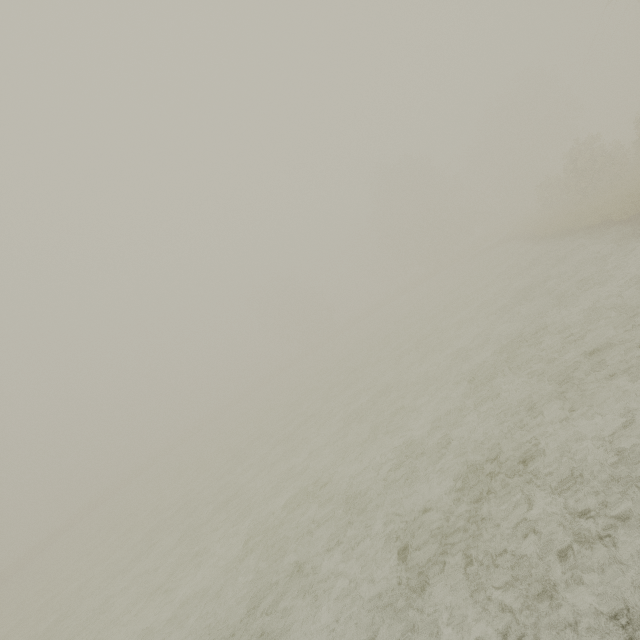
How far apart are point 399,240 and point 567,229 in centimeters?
2898cm
